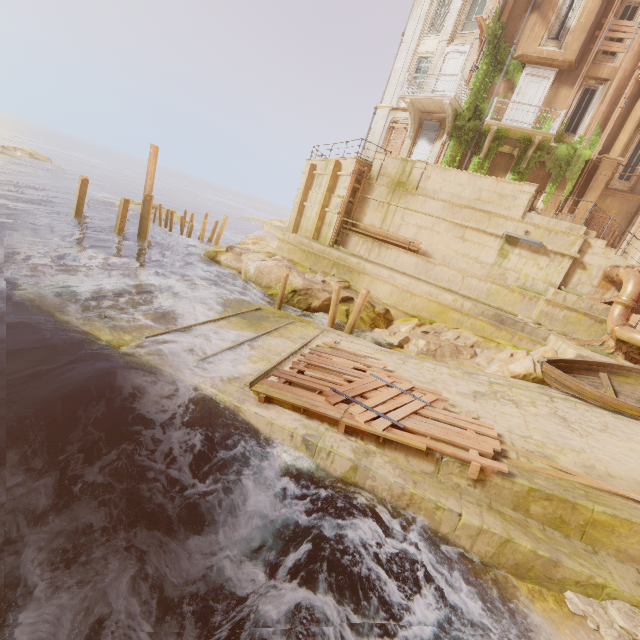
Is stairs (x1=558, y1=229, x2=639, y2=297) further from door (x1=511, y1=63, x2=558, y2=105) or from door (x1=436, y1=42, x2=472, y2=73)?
door (x1=436, y1=42, x2=472, y2=73)

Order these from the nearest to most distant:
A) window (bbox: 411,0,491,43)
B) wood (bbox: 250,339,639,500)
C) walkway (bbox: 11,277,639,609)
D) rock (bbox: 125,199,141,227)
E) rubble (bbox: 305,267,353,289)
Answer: walkway (bbox: 11,277,639,609) < wood (bbox: 250,339,639,500) < rubble (bbox: 305,267,353,289) < window (bbox: 411,0,491,43) < rock (bbox: 125,199,141,227)

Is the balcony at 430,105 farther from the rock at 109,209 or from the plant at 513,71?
the rock at 109,209

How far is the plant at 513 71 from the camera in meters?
18.2

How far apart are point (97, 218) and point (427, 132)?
24.6 meters

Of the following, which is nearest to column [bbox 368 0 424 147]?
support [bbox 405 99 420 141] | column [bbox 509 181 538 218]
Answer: support [bbox 405 99 420 141]

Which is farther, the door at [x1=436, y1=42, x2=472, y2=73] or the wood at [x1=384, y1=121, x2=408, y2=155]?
the wood at [x1=384, y1=121, x2=408, y2=155]

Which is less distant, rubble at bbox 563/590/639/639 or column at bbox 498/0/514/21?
rubble at bbox 563/590/639/639
